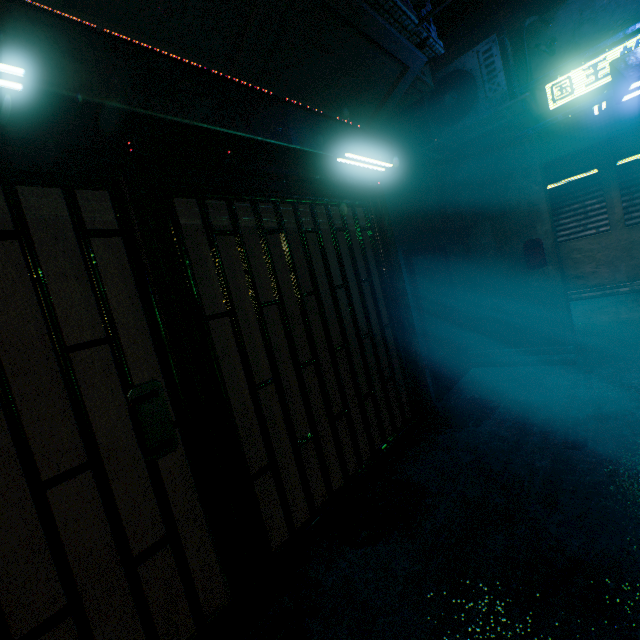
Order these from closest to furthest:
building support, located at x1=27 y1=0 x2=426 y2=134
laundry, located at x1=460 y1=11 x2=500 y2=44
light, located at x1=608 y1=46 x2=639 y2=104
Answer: building support, located at x1=27 y1=0 x2=426 y2=134
light, located at x1=608 y1=46 x2=639 y2=104
laundry, located at x1=460 y1=11 x2=500 y2=44

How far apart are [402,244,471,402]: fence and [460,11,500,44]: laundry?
2.58m

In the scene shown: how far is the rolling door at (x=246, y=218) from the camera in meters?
2.1 m

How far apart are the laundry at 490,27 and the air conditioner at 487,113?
0.8 meters

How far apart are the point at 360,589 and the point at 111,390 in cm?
173

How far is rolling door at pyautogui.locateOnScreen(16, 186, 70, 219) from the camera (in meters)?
1.34

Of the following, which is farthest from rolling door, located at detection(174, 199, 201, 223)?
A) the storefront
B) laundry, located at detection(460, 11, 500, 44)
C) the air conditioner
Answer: laundry, located at detection(460, 11, 500, 44)
